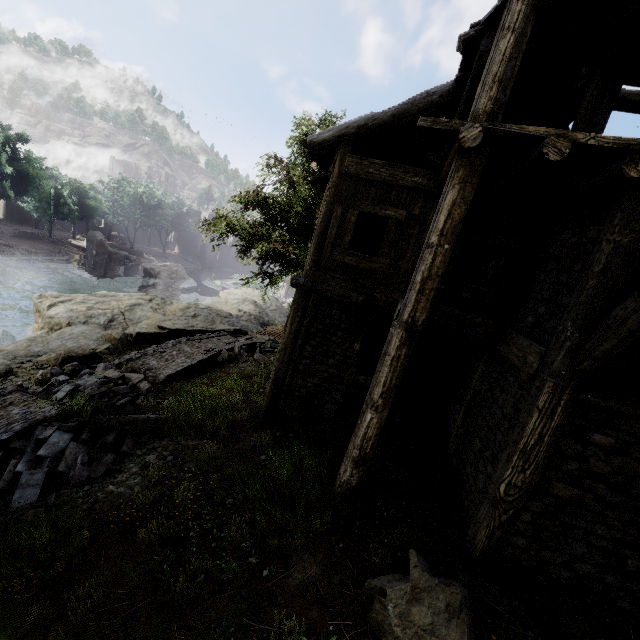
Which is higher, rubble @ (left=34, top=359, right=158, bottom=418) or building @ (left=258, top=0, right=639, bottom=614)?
building @ (left=258, top=0, right=639, bottom=614)

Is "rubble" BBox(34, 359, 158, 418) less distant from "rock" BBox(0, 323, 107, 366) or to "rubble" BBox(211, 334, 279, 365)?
"rock" BBox(0, 323, 107, 366)

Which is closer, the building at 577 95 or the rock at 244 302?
the building at 577 95

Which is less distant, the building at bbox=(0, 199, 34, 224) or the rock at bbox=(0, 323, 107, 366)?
the rock at bbox=(0, 323, 107, 366)

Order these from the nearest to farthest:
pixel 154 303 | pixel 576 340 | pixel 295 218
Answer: pixel 576 340
pixel 295 218
pixel 154 303

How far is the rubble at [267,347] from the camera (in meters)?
14.52

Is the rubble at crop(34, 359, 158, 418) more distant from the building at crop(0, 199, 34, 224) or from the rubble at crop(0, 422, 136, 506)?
the building at crop(0, 199, 34, 224)

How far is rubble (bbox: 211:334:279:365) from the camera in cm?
1452
